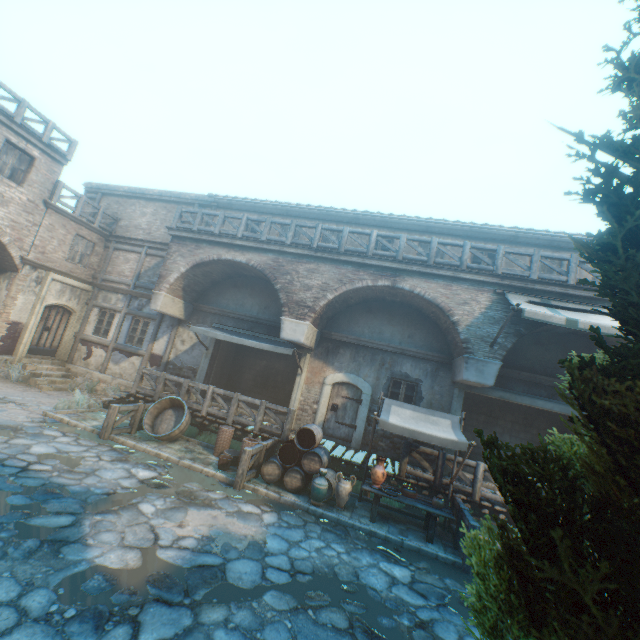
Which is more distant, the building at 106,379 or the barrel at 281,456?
the building at 106,379

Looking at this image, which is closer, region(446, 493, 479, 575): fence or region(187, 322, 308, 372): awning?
region(446, 493, 479, 575): fence

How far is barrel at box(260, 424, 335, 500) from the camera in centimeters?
863cm

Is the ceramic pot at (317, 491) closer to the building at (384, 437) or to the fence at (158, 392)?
the fence at (158, 392)

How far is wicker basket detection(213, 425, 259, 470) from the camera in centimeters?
902cm

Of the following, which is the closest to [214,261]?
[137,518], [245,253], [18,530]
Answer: [245,253]

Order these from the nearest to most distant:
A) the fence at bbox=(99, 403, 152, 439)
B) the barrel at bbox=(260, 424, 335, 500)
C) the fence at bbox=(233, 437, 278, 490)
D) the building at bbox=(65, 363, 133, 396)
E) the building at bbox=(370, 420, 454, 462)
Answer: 1. the fence at bbox=(233, 437, 278, 490)
2. the barrel at bbox=(260, 424, 335, 500)
3. the fence at bbox=(99, 403, 152, 439)
4. the building at bbox=(370, 420, 454, 462)
5. the building at bbox=(65, 363, 133, 396)

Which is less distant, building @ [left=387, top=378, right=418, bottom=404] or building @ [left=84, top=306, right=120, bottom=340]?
building @ [left=387, top=378, right=418, bottom=404]
